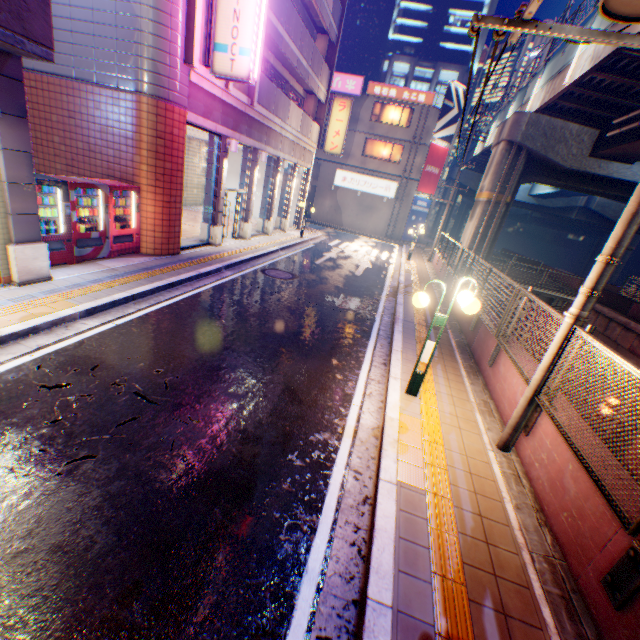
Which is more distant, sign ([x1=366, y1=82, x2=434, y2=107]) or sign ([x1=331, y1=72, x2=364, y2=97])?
sign ([x1=331, y1=72, x2=364, y2=97])

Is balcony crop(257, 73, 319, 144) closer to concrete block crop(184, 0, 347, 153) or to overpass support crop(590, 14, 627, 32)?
concrete block crop(184, 0, 347, 153)

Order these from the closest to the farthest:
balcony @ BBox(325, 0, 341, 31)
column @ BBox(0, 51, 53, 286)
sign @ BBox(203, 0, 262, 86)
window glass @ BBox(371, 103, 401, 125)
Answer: column @ BBox(0, 51, 53, 286) → sign @ BBox(203, 0, 262, 86) → balcony @ BBox(325, 0, 341, 31) → window glass @ BBox(371, 103, 401, 125)

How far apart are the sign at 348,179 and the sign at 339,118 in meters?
9.6 m

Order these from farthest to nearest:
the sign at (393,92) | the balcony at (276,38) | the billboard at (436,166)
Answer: the billboard at (436,166) < the sign at (393,92) < the balcony at (276,38)

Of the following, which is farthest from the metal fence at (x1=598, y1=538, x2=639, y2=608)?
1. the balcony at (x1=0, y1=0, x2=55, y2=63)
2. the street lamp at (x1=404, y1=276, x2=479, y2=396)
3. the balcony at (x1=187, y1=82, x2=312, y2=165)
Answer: the balcony at (x1=187, y1=82, x2=312, y2=165)

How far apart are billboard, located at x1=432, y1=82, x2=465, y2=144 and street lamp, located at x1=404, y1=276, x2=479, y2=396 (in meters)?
29.60

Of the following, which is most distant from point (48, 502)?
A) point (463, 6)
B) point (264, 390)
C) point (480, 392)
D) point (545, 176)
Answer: point (463, 6)
